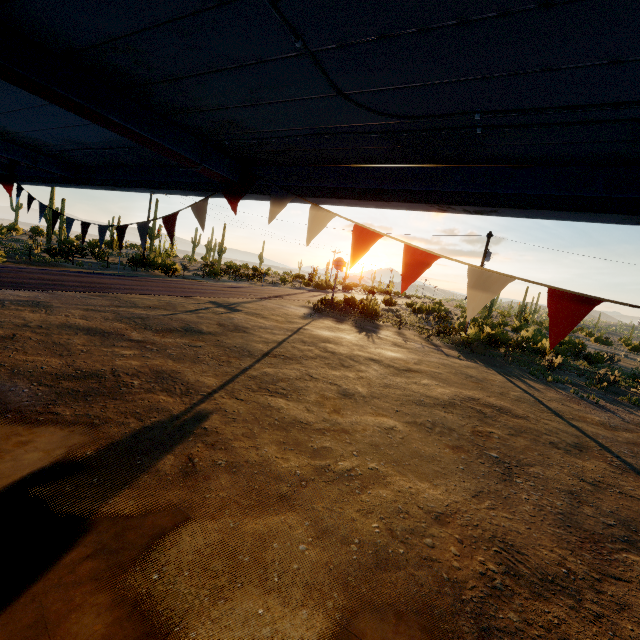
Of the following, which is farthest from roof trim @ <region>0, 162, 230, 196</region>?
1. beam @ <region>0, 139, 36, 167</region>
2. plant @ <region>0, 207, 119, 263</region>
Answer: plant @ <region>0, 207, 119, 263</region>

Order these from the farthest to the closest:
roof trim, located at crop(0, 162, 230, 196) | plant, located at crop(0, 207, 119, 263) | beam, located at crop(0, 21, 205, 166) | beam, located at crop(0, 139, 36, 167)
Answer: plant, located at crop(0, 207, 119, 263) < beam, located at crop(0, 139, 36, 167) < roof trim, located at crop(0, 162, 230, 196) < beam, located at crop(0, 21, 205, 166)

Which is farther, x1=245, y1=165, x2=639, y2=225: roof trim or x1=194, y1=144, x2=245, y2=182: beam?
x1=194, y1=144, x2=245, y2=182: beam

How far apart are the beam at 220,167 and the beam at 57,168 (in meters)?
3.26

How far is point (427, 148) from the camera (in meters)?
2.22

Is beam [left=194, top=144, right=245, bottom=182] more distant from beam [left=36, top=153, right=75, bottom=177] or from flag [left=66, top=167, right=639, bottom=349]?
beam [left=36, top=153, right=75, bottom=177]

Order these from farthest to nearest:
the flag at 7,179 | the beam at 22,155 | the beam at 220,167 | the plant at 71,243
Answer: the plant at 71,243
the flag at 7,179
the beam at 22,155
the beam at 220,167

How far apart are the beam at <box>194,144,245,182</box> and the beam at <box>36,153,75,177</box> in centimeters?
326cm
